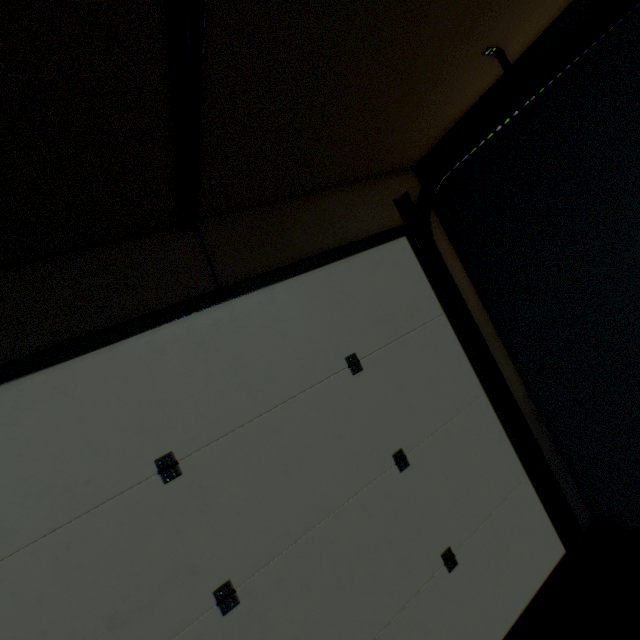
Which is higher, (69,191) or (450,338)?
(69,191)
